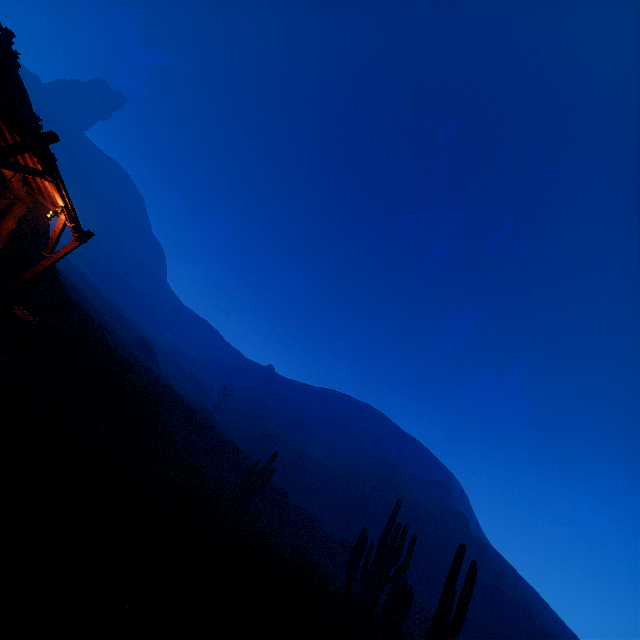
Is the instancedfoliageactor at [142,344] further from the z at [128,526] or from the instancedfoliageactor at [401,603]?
the instancedfoliageactor at [401,603]

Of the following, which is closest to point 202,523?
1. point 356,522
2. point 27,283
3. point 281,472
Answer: point 27,283

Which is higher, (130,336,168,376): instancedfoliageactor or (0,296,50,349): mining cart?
(130,336,168,376): instancedfoliageactor

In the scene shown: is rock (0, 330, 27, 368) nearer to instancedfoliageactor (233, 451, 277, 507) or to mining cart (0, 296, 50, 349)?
mining cart (0, 296, 50, 349)

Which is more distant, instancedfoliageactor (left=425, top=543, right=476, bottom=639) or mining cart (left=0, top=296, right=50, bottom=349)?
mining cart (left=0, top=296, right=50, bottom=349)

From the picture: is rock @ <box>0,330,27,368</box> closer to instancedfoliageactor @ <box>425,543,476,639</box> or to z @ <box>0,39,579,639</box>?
instancedfoliageactor @ <box>425,543,476,639</box>

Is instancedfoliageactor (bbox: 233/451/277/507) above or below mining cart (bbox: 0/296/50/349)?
above

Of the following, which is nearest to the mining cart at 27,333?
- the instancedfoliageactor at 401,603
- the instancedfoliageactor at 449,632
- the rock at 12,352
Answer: the rock at 12,352
